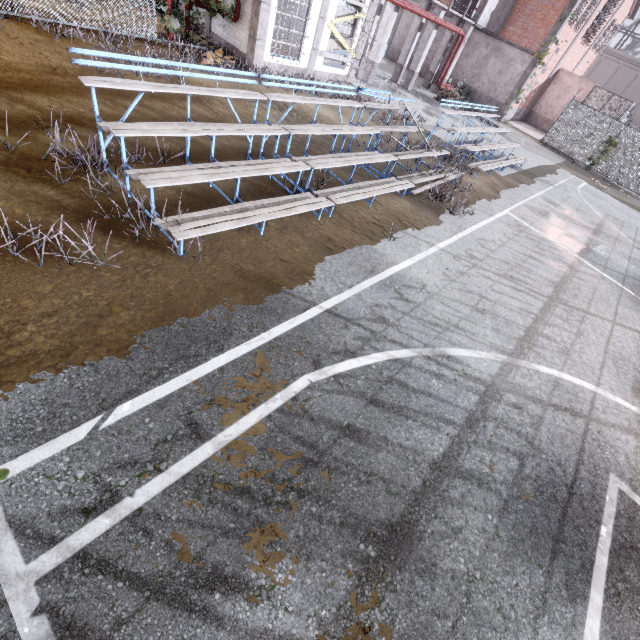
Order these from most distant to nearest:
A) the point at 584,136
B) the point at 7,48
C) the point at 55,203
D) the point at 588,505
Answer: the point at 584,136
the point at 7,48
the point at 55,203
the point at 588,505

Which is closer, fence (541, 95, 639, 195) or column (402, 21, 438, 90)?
column (402, 21, 438, 90)

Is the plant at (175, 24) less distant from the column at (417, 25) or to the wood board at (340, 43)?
the wood board at (340, 43)

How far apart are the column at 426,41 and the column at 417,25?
0.46m

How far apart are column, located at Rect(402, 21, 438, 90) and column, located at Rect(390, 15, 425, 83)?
0.46m

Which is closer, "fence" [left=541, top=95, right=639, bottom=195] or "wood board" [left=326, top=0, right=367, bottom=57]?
"wood board" [left=326, top=0, right=367, bottom=57]

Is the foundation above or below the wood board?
below

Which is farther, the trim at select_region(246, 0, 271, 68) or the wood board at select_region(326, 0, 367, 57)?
the wood board at select_region(326, 0, 367, 57)
